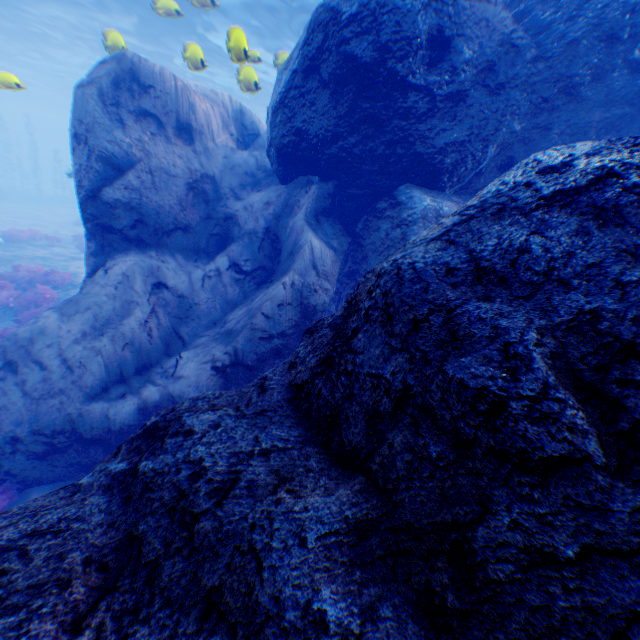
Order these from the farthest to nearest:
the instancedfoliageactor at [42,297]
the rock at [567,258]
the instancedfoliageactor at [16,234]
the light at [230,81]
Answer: the instancedfoliageactor at [16,234], the instancedfoliageactor at [42,297], the light at [230,81], the rock at [567,258]

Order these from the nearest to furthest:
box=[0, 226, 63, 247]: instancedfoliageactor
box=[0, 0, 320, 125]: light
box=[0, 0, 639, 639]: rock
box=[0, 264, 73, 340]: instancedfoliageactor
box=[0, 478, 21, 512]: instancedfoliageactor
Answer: box=[0, 0, 639, 639]: rock
box=[0, 478, 21, 512]: instancedfoliageactor
box=[0, 0, 320, 125]: light
box=[0, 264, 73, 340]: instancedfoliageactor
box=[0, 226, 63, 247]: instancedfoliageactor

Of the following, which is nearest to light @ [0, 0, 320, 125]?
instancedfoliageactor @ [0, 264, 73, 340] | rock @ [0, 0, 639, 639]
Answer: rock @ [0, 0, 639, 639]

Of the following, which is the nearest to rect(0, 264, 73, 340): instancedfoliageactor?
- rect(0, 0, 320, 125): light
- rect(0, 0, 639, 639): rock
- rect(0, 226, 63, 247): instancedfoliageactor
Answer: rect(0, 0, 639, 639): rock

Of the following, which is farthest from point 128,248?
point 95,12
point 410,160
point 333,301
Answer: point 95,12

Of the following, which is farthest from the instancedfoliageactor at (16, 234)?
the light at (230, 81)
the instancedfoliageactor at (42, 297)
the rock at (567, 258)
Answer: the light at (230, 81)

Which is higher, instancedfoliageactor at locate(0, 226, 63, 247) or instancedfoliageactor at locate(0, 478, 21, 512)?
instancedfoliageactor at locate(0, 226, 63, 247)
